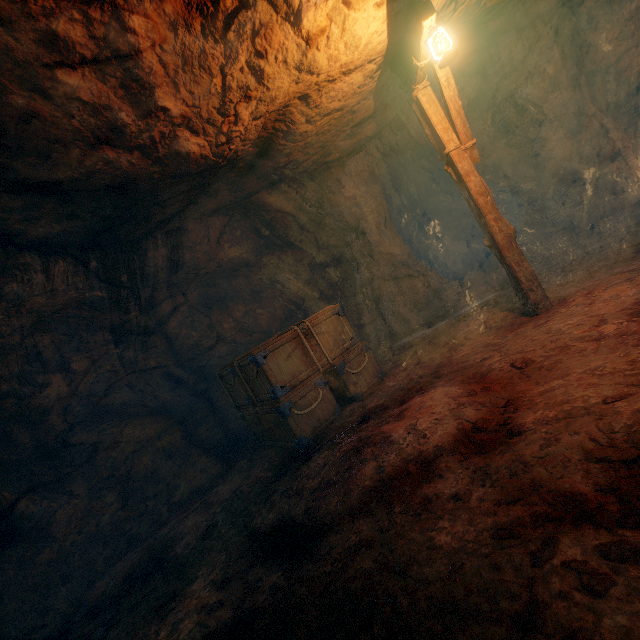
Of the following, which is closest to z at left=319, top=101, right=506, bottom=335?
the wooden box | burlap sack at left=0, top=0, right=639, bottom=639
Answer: burlap sack at left=0, top=0, right=639, bottom=639

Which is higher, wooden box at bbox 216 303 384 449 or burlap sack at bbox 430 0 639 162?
burlap sack at bbox 430 0 639 162

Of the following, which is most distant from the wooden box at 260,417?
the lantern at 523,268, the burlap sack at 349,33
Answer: the lantern at 523,268

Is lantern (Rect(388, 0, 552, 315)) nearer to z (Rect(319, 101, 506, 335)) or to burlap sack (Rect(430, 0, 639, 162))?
burlap sack (Rect(430, 0, 639, 162))

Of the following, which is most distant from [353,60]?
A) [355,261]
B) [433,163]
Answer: [433,163]

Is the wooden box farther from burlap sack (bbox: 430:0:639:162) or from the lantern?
the lantern

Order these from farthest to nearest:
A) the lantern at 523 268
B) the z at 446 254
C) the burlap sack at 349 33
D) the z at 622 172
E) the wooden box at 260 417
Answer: the z at 446 254, the z at 622 172, the wooden box at 260 417, the lantern at 523 268, the burlap sack at 349 33

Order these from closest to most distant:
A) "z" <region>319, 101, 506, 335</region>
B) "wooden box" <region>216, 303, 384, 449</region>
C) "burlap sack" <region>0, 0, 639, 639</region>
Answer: "burlap sack" <region>0, 0, 639, 639</region> → "wooden box" <region>216, 303, 384, 449</region> → "z" <region>319, 101, 506, 335</region>
